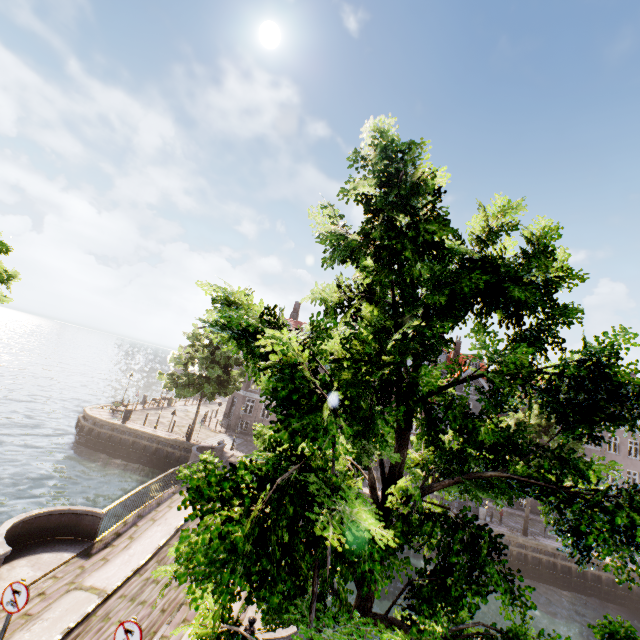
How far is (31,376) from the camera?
49.94m

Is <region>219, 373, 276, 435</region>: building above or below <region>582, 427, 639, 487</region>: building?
below

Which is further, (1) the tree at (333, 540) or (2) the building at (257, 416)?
(2) the building at (257, 416)

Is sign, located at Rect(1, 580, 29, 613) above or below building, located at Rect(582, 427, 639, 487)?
below

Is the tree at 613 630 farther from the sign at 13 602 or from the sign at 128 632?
the sign at 13 602

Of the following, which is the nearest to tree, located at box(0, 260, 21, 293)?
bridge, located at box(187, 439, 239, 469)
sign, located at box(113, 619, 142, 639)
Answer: bridge, located at box(187, 439, 239, 469)

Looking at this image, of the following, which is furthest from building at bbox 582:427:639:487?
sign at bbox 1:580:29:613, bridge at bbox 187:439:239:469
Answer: sign at bbox 1:580:29:613

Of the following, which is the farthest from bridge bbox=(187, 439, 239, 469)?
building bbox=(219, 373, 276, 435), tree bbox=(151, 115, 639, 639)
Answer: building bbox=(219, 373, 276, 435)
